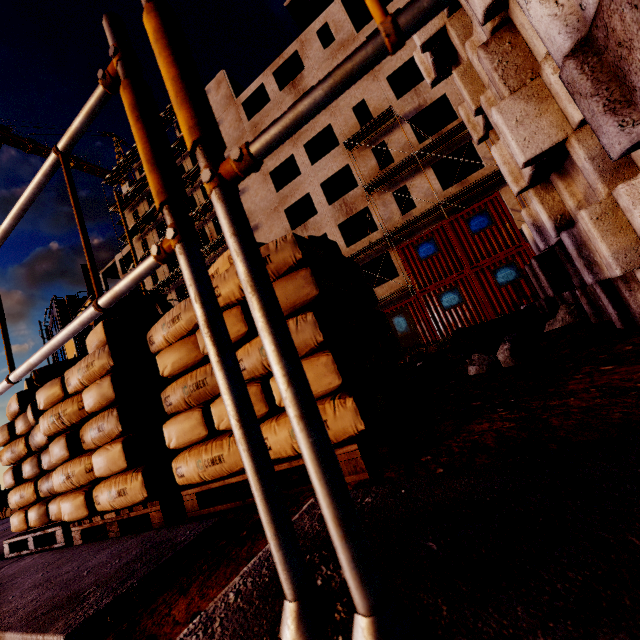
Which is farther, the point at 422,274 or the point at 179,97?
the point at 422,274

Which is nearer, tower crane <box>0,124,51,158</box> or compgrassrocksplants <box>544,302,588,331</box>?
compgrassrocksplants <box>544,302,588,331</box>

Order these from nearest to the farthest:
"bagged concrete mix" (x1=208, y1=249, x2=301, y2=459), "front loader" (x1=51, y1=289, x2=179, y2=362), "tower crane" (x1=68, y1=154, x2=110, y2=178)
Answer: "bagged concrete mix" (x1=208, y1=249, x2=301, y2=459), "front loader" (x1=51, y1=289, x2=179, y2=362), "tower crane" (x1=68, y1=154, x2=110, y2=178)

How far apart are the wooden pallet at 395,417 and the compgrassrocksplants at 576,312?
1.8 meters

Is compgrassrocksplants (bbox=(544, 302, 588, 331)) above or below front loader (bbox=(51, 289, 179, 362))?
below

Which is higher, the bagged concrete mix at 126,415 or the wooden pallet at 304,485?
the bagged concrete mix at 126,415

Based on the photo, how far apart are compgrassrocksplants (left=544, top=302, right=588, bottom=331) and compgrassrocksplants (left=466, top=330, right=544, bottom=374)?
0.81m

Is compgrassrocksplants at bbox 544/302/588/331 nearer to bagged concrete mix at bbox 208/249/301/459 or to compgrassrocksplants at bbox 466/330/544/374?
compgrassrocksplants at bbox 466/330/544/374
